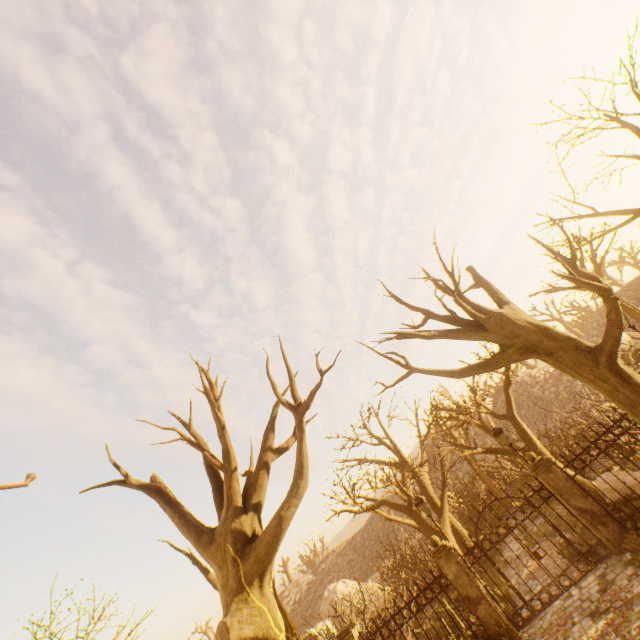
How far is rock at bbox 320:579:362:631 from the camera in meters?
19.9 m

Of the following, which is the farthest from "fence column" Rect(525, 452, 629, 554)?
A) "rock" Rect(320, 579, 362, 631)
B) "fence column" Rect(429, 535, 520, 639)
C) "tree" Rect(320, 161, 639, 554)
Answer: "tree" Rect(320, 161, 639, 554)

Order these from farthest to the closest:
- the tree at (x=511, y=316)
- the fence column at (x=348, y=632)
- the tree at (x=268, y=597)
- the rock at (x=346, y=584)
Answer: the rock at (x=346, y=584), the fence column at (x=348, y=632), the tree at (x=511, y=316), the tree at (x=268, y=597)

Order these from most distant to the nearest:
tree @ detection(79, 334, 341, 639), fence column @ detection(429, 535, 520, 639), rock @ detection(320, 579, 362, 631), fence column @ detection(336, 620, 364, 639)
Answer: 1. rock @ detection(320, 579, 362, 631)
2. fence column @ detection(336, 620, 364, 639)
3. fence column @ detection(429, 535, 520, 639)
4. tree @ detection(79, 334, 341, 639)

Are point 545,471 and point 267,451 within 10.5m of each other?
yes

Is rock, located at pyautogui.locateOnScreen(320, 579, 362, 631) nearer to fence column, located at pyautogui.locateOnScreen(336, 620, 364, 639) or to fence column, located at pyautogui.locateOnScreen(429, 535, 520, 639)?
fence column, located at pyautogui.locateOnScreen(336, 620, 364, 639)

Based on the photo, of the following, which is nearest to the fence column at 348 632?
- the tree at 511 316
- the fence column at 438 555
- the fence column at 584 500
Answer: the fence column at 438 555

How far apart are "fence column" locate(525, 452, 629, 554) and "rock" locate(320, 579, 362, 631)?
16.7 meters
